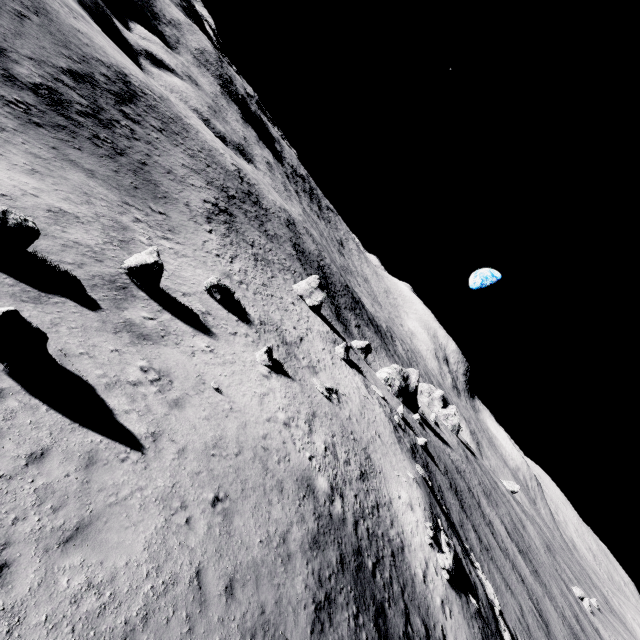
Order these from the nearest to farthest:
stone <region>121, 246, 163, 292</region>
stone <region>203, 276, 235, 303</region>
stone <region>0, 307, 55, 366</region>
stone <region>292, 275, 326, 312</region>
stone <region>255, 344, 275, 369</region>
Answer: stone <region>0, 307, 55, 366</region>, stone <region>121, 246, 163, 292</region>, stone <region>255, 344, 275, 369</region>, stone <region>203, 276, 235, 303</region>, stone <region>292, 275, 326, 312</region>

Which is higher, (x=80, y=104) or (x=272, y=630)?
(x=272, y=630)

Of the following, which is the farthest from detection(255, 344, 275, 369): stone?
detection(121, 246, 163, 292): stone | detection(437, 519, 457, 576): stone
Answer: detection(437, 519, 457, 576): stone

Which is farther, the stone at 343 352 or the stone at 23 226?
the stone at 343 352

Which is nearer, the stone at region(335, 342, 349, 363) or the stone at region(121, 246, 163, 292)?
the stone at region(121, 246, 163, 292)

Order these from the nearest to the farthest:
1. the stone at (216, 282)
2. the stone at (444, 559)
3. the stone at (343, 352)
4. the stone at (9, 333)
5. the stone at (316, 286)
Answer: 1. the stone at (9, 333)
2. the stone at (444, 559)
3. the stone at (216, 282)
4. the stone at (343, 352)
5. the stone at (316, 286)

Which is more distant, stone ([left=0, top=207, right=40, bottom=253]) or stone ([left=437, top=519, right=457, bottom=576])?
stone ([left=437, top=519, right=457, bottom=576])

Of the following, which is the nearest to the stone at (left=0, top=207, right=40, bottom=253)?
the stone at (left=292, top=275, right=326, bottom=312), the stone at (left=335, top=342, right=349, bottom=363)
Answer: the stone at (left=335, top=342, right=349, bottom=363)
